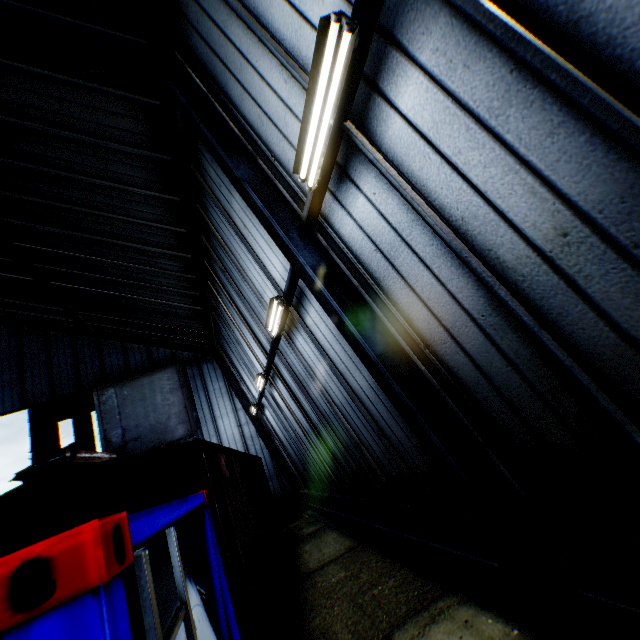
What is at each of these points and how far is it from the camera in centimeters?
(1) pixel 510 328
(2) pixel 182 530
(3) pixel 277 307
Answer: (1) building, 316cm
(2) train, 328cm
(3) fluorescent light, 719cm

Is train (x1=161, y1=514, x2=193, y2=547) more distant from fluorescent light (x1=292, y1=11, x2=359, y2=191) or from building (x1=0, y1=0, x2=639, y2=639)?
fluorescent light (x1=292, y1=11, x2=359, y2=191)

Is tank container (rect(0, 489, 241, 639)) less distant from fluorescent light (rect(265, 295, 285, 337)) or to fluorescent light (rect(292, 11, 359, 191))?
fluorescent light (rect(292, 11, 359, 191))

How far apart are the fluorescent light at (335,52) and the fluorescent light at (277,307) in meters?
3.1

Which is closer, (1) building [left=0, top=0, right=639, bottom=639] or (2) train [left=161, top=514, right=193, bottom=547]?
(1) building [left=0, top=0, right=639, bottom=639]

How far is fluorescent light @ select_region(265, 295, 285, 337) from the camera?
6.8 meters

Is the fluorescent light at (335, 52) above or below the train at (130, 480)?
above

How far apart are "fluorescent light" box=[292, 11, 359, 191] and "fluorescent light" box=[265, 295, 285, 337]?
3.1 meters
